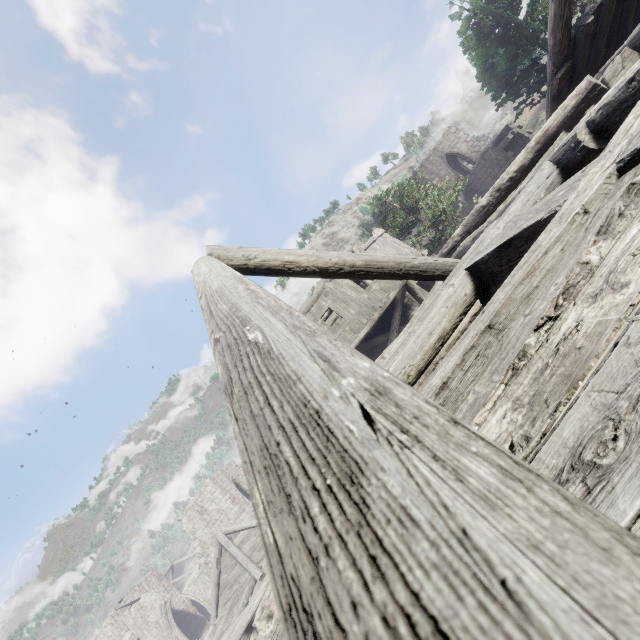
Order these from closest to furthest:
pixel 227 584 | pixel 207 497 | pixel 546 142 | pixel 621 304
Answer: pixel 621 304 → pixel 546 142 → pixel 227 584 → pixel 207 497
